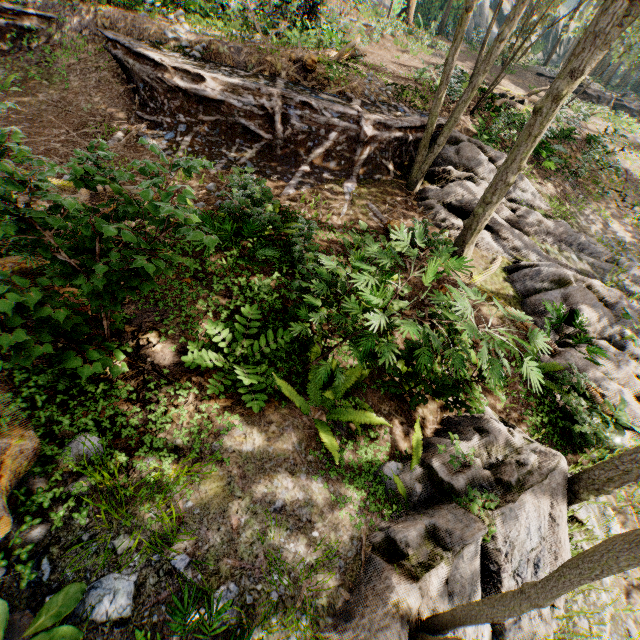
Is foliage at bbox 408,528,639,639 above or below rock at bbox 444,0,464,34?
below

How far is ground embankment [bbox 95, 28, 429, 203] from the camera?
9.5 meters

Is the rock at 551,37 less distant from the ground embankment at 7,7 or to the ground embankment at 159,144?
the ground embankment at 159,144

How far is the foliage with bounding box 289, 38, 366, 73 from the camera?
10.8m

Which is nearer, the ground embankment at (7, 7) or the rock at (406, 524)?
the rock at (406, 524)

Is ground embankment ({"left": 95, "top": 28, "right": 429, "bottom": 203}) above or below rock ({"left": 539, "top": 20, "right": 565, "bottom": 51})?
below

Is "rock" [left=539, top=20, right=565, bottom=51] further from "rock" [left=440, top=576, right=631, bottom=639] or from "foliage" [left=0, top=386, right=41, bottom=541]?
"rock" [left=440, top=576, right=631, bottom=639]

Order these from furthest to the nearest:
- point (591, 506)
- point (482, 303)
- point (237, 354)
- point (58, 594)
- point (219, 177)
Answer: point (219, 177) → point (482, 303) → point (591, 506) → point (237, 354) → point (58, 594)
